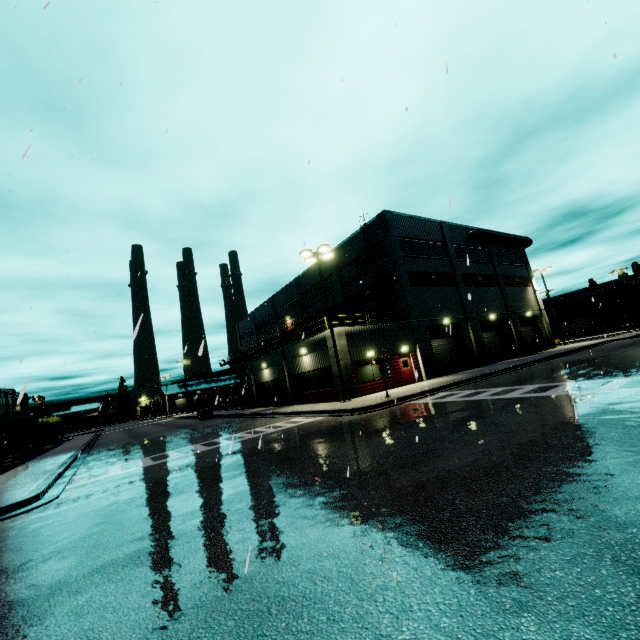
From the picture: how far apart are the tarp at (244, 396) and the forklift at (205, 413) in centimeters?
328cm

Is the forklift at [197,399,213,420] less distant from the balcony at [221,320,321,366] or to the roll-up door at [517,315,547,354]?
the balcony at [221,320,321,366]

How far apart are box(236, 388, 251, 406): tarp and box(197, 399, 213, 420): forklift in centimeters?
328cm

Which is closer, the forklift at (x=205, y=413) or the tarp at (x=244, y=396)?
the forklift at (x=205, y=413)

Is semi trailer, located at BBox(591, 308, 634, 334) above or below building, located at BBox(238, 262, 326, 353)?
below

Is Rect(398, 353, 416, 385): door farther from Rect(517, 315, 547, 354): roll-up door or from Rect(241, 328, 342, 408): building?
Rect(517, 315, 547, 354): roll-up door

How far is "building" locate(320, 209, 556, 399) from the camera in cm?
2344

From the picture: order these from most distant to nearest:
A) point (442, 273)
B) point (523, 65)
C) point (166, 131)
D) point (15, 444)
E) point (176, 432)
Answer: point (442, 273) < point (15, 444) < point (176, 432) < point (523, 65) < point (166, 131)
